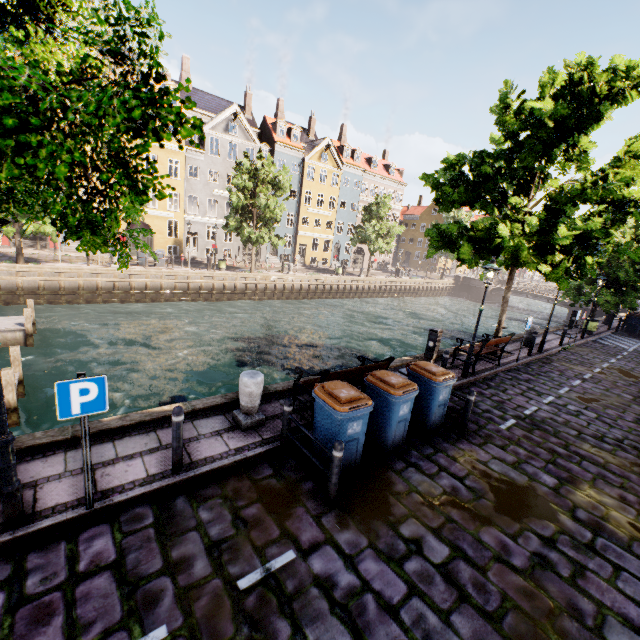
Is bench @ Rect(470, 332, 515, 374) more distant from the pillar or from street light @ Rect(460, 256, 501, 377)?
the pillar

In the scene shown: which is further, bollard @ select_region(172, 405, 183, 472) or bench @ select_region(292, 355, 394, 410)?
bench @ select_region(292, 355, 394, 410)

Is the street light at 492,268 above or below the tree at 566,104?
below

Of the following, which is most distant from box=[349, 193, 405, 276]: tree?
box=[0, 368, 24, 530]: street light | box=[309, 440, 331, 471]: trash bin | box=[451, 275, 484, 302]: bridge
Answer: box=[309, 440, 331, 471]: trash bin

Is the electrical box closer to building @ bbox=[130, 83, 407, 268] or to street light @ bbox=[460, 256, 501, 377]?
street light @ bbox=[460, 256, 501, 377]

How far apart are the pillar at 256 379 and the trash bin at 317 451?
1.16m

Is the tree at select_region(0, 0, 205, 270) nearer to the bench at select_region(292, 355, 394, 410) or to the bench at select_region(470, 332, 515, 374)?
the bench at select_region(470, 332, 515, 374)

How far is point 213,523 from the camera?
4.4 meters
